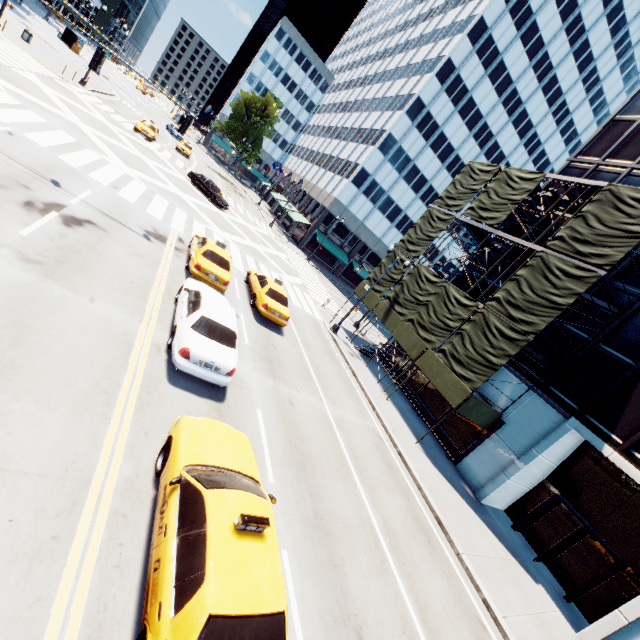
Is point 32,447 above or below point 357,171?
below

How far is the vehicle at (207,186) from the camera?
30.36m

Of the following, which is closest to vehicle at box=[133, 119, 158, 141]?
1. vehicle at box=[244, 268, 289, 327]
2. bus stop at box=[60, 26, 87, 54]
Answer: vehicle at box=[244, 268, 289, 327]

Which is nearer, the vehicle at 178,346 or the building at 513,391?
the vehicle at 178,346

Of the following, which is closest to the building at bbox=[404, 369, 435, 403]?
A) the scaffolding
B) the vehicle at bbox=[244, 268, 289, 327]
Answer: the scaffolding

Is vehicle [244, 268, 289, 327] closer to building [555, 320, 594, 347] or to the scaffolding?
the scaffolding

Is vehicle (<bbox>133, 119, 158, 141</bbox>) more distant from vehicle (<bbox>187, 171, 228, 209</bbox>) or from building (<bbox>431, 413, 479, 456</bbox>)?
building (<bbox>431, 413, 479, 456</bbox>)

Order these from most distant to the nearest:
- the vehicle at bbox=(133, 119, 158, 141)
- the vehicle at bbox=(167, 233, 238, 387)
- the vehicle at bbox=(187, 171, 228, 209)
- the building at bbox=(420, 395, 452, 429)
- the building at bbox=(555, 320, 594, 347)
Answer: the vehicle at bbox=(133, 119, 158, 141), the vehicle at bbox=(187, 171, 228, 209), the building at bbox=(420, 395, 452, 429), the building at bbox=(555, 320, 594, 347), the vehicle at bbox=(167, 233, 238, 387)
